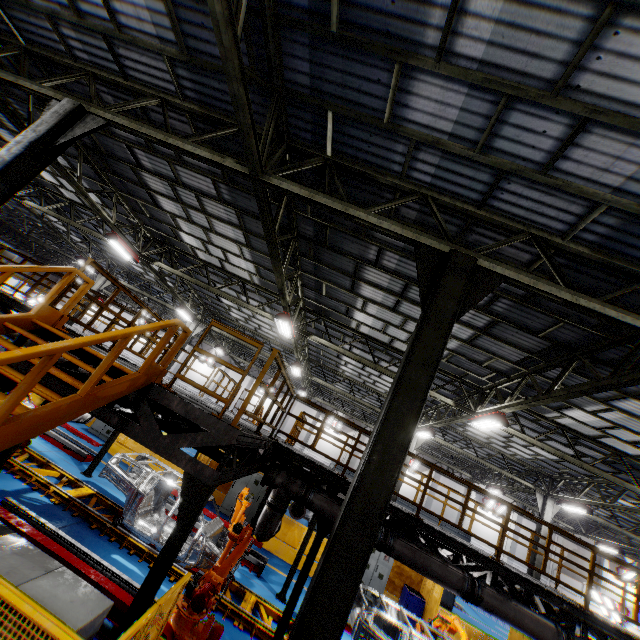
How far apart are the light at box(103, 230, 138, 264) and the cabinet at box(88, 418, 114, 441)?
8.0 meters

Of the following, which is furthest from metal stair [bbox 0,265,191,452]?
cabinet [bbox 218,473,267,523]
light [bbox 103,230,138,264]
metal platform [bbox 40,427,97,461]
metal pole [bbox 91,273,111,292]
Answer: metal pole [bbox 91,273,111,292]

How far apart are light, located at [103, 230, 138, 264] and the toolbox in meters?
18.5 m

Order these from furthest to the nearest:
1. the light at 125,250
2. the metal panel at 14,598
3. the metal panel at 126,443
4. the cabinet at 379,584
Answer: the metal panel at 126,443, the cabinet at 379,584, the light at 125,250, the metal panel at 14,598

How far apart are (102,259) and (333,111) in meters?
22.0

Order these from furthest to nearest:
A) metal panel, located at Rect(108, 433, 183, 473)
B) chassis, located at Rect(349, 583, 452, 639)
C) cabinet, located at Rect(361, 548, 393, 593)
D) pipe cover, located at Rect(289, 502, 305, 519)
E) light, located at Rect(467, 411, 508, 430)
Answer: metal panel, located at Rect(108, 433, 183, 473), cabinet, located at Rect(361, 548, 393, 593), pipe cover, located at Rect(289, 502, 305, 519), light, located at Rect(467, 411, 508, 430), chassis, located at Rect(349, 583, 452, 639)

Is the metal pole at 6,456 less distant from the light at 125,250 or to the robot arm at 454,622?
the light at 125,250

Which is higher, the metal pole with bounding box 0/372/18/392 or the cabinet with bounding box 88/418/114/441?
the metal pole with bounding box 0/372/18/392
